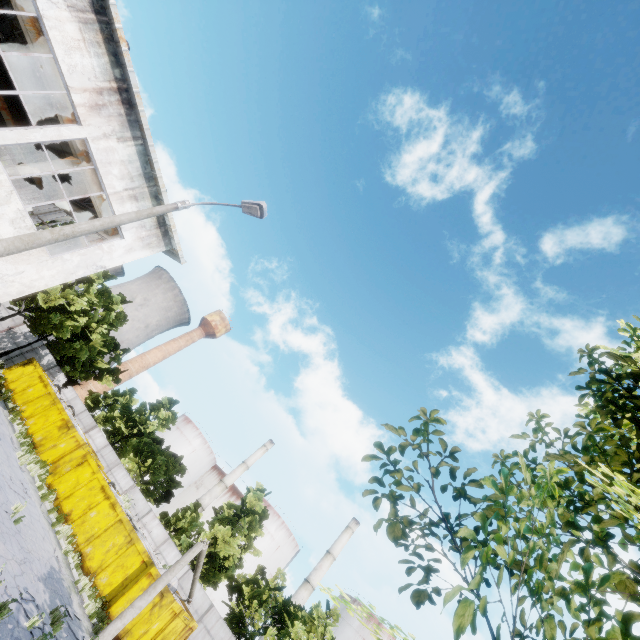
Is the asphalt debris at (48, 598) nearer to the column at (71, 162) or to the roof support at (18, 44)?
the column at (71, 162)

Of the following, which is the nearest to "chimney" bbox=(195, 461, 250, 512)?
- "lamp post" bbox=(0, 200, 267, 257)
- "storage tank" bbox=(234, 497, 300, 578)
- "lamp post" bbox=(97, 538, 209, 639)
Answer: "storage tank" bbox=(234, 497, 300, 578)

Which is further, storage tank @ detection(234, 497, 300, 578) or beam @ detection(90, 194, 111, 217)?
storage tank @ detection(234, 497, 300, 578)

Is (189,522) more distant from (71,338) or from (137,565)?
(71,338)

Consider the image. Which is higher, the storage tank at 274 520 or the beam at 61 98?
the storage tank at 274 520

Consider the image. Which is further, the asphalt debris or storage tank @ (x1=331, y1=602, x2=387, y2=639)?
storage tank @ (x1=331, y1=602, x2=387, y2=639)

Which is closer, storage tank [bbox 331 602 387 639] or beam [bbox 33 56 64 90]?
beam [bbox 33 56 64 90]

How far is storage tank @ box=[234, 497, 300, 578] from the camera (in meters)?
48.50
